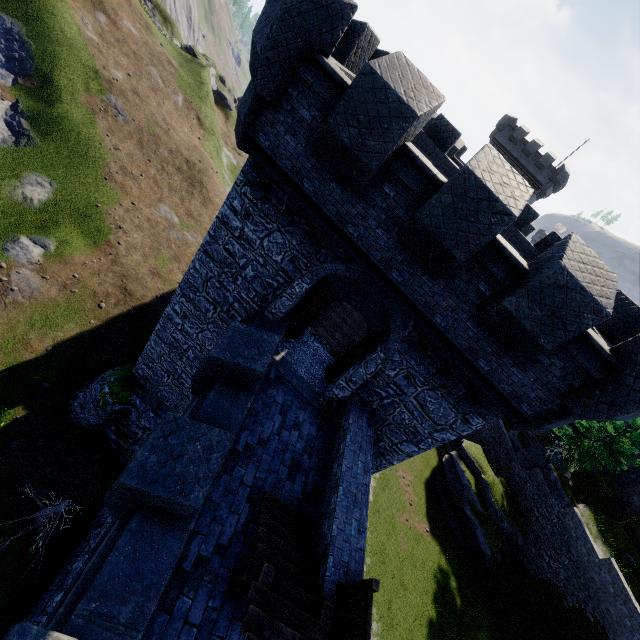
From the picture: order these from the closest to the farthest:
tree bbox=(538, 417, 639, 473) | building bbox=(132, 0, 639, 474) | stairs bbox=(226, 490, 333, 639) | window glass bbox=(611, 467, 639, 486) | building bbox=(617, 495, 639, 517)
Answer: stairs bbox=(226, 490, 333, 639) → building bbox=(132, 0, 639, 474) → tree bbox=(538, 417, 639, 473) → building bbox=(617, 495, 639, 517) → window glass bbox=(611, 467, 639, 486)

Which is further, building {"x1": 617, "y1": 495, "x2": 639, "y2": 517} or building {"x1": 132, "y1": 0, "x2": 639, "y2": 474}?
building {"x1": 617, "y1": 495, "x2": 639, "y2": 517}

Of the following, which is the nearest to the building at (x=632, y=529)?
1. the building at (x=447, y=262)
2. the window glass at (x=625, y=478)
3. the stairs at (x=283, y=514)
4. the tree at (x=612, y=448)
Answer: the window glass at (x=625, y=478)

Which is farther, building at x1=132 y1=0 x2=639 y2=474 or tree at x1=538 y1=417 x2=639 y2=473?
tree at x1=538 y1=417 x2=639 y2=473

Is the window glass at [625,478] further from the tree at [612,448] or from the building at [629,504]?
the tree at [612,448]

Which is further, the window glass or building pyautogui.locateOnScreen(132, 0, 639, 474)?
the window glass

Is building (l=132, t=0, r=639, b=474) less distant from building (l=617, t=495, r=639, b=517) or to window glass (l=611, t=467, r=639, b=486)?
building (l=617, t=495, r=639, b=517)

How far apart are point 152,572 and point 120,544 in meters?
0.7 m
